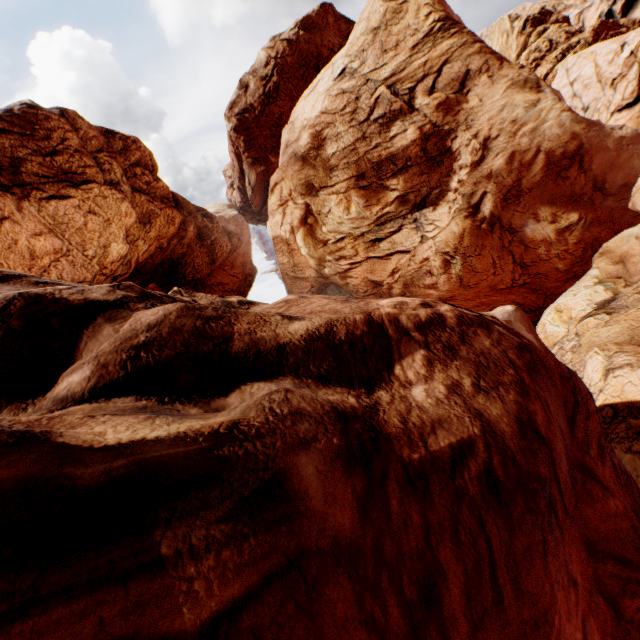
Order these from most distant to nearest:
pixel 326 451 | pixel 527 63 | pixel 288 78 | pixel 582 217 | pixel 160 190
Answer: pixel 527 63 < pixel 288 78 < pixel 160 190 < pixel 582 217 < pixel 326 451
